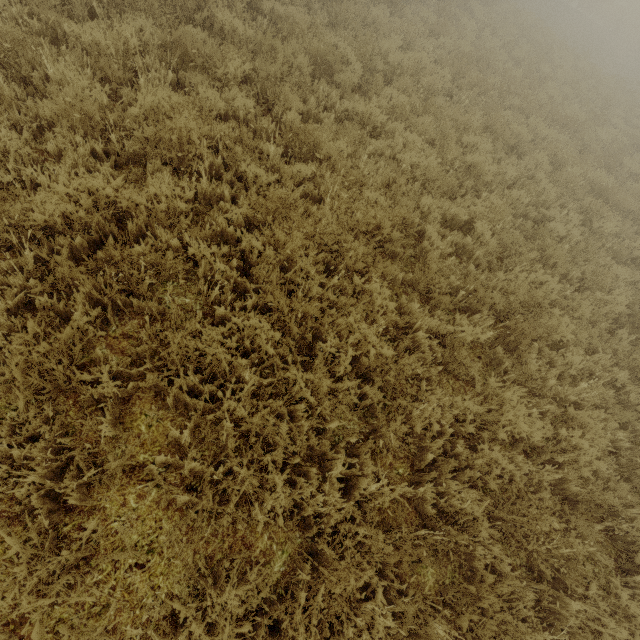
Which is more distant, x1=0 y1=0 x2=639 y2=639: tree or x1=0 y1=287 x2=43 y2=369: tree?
x1=0 y1=0 x2=639 y2=639: tree

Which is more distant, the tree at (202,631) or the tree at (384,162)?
the tree at (384,162)

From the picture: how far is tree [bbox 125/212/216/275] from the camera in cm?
316

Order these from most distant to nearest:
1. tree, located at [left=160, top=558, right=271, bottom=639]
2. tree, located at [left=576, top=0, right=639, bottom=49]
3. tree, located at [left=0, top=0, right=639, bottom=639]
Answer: tree, located at [left=576, top=0, right=639, bottom=49] → tree, located at [left=0, top=0, right=639, bottom=639] → tree, located at [left=160, top=558, right=271, bottom=639]

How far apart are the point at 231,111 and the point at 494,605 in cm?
662

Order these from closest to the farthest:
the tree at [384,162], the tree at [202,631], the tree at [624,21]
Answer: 1. the tree at [202,631]
2. the tree at [384,162]
3. the tree at [624,21]
